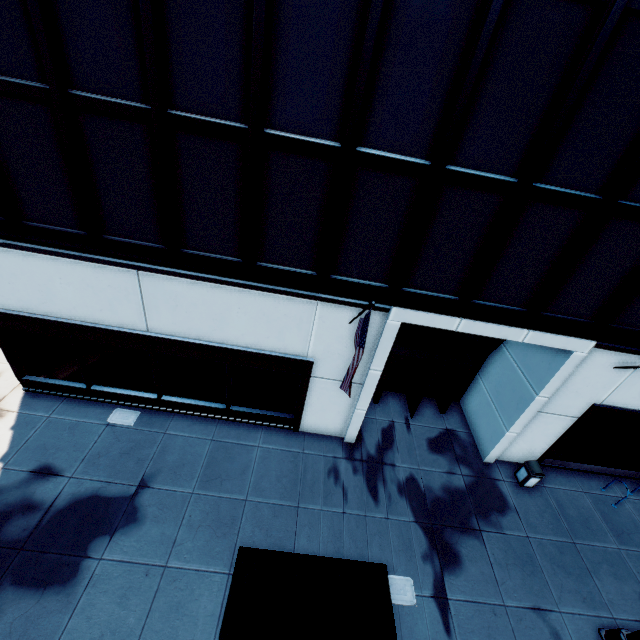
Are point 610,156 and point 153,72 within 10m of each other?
yes

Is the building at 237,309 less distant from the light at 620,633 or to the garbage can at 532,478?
the garbage can at 532,478

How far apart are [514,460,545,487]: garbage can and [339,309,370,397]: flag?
8.6 meters

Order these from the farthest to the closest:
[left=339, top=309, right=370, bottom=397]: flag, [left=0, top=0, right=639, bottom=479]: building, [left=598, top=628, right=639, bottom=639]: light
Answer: [left=598, top=628, right=639, bottom=639]: light, [left=339, top=309, right=370, bottom=397]: flag, [left=0, top=0, right=639, bottom=479]: building

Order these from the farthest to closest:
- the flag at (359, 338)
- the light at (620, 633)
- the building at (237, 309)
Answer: the light at (620, 633) < the flag at (359, 338) < the building at (237, 309)

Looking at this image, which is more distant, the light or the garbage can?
the garbage can

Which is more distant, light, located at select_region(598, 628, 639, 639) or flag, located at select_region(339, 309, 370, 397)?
light, located at select_region(598, 628, 639, 639)

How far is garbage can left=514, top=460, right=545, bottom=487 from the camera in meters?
11.6
